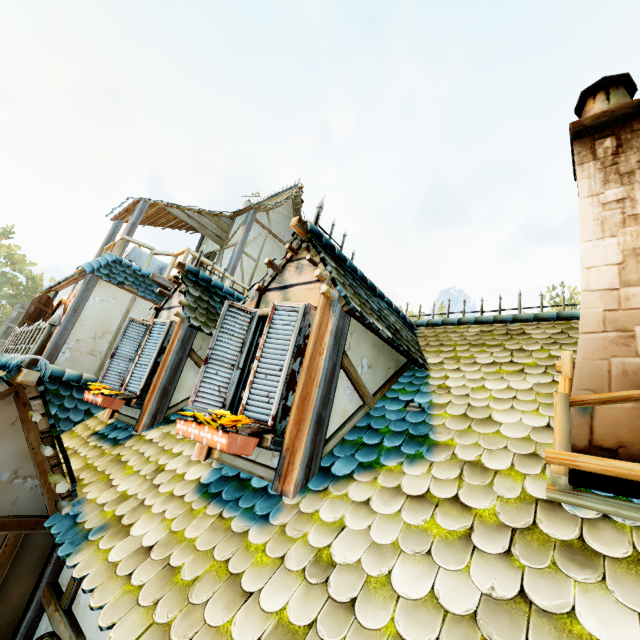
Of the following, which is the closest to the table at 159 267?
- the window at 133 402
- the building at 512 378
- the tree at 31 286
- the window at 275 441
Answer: the building at 512 378

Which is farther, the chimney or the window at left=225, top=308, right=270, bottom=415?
the window at left=225, top=308, right=270, bottom=415

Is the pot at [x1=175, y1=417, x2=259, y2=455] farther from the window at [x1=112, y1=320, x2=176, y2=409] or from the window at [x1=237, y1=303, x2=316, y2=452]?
the window at [x1=112, y1=320, x2=176, y2=409]

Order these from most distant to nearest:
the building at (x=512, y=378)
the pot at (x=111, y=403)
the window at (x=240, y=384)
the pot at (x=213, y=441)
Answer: the pot at (x=111, y=403)
the window at (x=240, y=384)
the pot at (x=213, y=441)
the building at (x=512, y=378)

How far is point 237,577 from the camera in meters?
1.8

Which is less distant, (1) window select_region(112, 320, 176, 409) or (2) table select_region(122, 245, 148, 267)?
(1) window select_region(112, 320, 176, 409)

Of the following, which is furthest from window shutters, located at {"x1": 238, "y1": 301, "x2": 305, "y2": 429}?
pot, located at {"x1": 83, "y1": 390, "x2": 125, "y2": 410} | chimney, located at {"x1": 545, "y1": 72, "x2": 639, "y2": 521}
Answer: pot, located at {"x1": 83, "y1": 390, "x2": 125, "y2": 410}

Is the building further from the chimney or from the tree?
the tree
